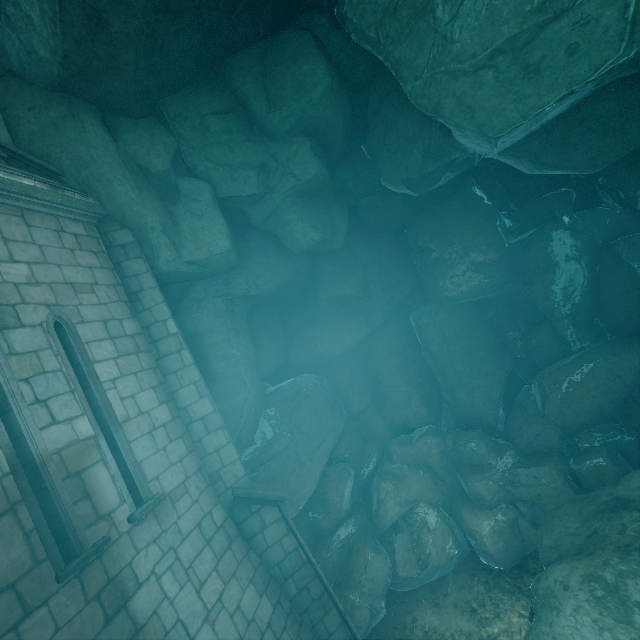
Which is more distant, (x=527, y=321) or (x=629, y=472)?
(x=527, y=321)

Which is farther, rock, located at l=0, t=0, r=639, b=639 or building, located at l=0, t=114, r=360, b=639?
rock, located at l=0, t=0, r=639, b=639

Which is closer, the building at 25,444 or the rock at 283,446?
the building at 25,444
